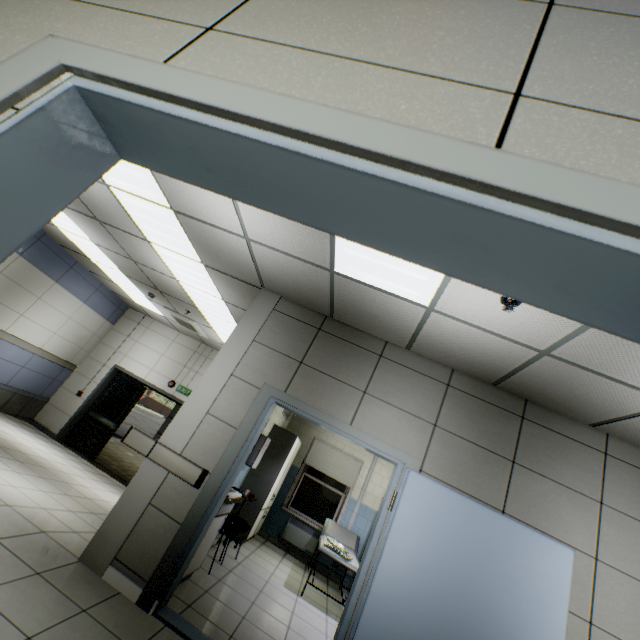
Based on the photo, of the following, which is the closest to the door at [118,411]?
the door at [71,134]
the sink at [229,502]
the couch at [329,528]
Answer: the couch at [329,528]

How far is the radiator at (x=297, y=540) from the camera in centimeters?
696cm

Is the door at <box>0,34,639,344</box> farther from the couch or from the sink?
the couch

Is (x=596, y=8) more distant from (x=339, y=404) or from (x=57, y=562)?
(x=57, y=562)

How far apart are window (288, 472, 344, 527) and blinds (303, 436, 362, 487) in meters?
0.3

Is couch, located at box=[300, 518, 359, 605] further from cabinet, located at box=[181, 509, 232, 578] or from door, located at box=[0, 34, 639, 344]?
door, located at box=[0, 34, 639, 344]

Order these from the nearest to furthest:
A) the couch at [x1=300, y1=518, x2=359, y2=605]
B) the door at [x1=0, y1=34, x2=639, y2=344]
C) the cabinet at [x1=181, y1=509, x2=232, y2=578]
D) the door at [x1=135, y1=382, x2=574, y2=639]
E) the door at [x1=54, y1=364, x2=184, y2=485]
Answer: the door at [x1=0, y1=34, x2=639, y2=344] → the door at [x1=135, y1=382, x2=574, y2=639] → the cabinet at [x1=181, y1=509, x2=232, y2=578] → the couch at [x1=300, y1=518, x2=359, y2=605] → the door at [x1=54, y1=364, x2=184, y2=485]

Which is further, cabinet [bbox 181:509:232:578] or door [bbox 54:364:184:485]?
door [bbox 54:364:184:485]
